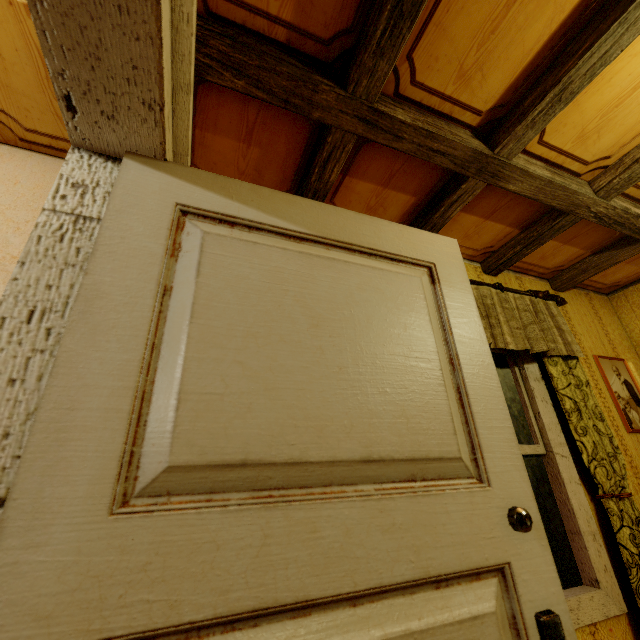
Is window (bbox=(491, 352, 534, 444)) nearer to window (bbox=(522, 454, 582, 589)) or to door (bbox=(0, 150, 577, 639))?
window (bbox=(522, 454, 582, 589))

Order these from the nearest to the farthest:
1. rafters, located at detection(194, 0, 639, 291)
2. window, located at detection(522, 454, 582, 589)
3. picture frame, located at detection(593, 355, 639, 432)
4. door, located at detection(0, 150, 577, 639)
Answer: door, located at detection(0, 150, 577, 639), rafters, located at detection(194, 0, 639, 291), window, located at detection(522, 454, 582, 589), picture frame, located at detection(593, 355, 639, 432)

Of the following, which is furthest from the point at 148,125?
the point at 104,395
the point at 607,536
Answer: the point at 607,536

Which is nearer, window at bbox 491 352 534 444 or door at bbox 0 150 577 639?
door at bbox 0 150 577 639

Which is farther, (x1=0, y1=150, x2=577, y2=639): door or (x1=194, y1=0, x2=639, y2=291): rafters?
(x1=194, y1=0, x2=639, y2=291): rafters

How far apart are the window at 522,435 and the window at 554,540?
0.07m

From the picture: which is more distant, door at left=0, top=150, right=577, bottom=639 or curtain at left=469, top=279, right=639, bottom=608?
curtain at left=469, top=279, right=639, bottom=608

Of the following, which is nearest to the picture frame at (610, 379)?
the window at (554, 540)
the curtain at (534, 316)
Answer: the curtain at (534, 316)
